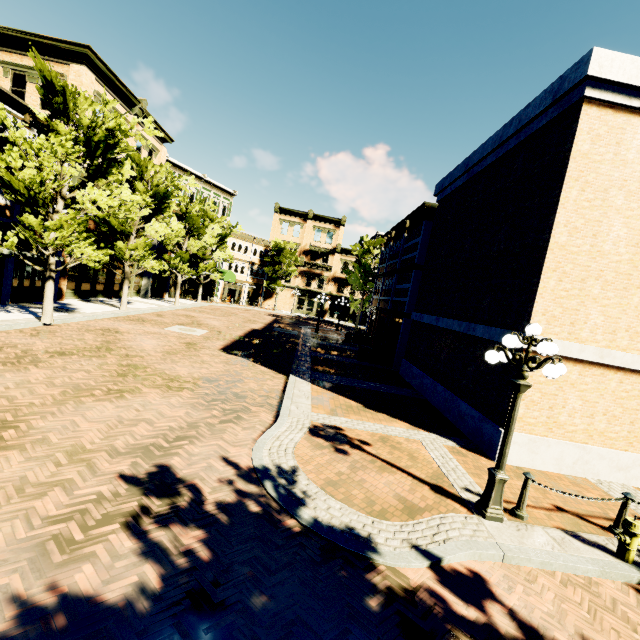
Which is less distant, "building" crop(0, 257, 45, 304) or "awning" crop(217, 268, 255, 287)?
"building" crop(0, 257, 45, 304)

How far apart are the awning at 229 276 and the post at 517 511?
35.6m

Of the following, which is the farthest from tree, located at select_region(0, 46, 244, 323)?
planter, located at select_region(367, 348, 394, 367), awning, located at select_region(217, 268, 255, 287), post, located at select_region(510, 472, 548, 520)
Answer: planter, located at select_region(367, 348, 394, 367)

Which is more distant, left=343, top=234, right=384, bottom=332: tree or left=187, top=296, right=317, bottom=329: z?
left=187, top=296, right=317, bottom=329: z

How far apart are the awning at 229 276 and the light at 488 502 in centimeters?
3479cm

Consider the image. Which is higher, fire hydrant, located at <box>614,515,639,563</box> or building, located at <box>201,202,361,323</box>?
building, located at <box>201,202,361,323</box>

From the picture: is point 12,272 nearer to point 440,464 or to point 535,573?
point 440,464

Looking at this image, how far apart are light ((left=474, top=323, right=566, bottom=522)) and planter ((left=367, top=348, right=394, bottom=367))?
12.3 meters
